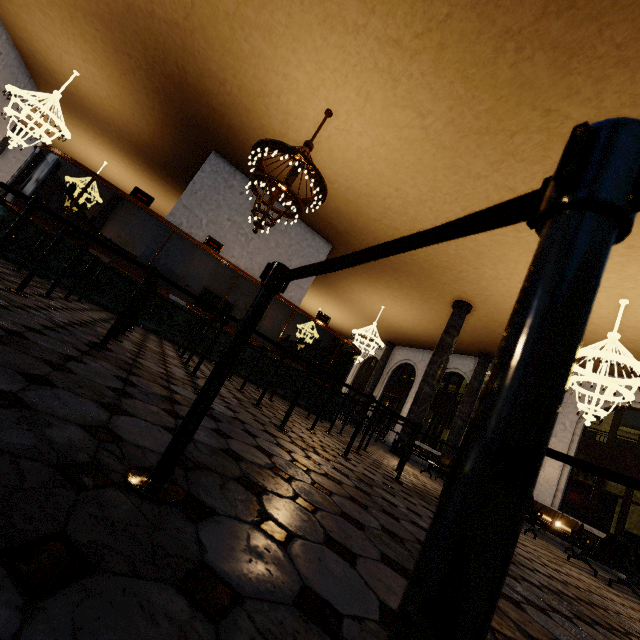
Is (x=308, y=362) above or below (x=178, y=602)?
above
